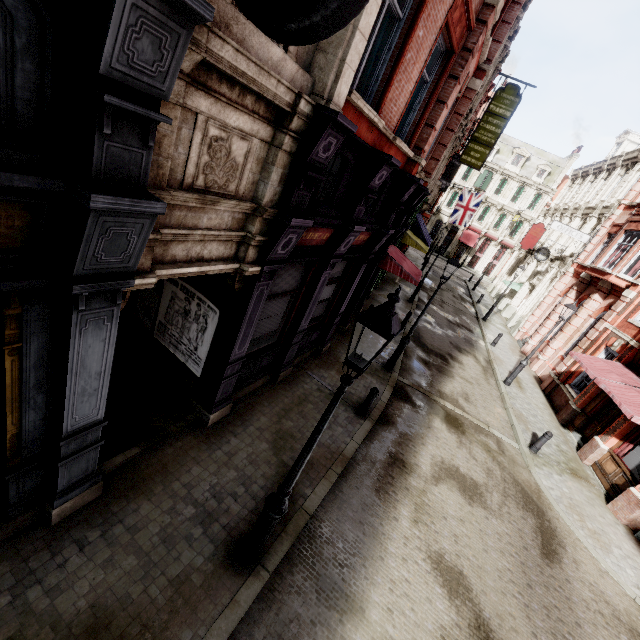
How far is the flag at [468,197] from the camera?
28.1 meters

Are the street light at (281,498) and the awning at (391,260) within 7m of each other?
no

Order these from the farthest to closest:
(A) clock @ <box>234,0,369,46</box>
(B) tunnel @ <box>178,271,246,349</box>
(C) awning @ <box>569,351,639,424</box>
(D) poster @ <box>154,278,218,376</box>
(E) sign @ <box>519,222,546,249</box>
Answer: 1. (E) sign @ <box>519,222,546,249</box>
2. (C) awning @ <box>569,351,639,424</box>
3. (D) poster @ <box>154,278,218,376</box>
4. (B) tunnel @ <box>178,271,246,349</box>
5. (A) clock @ <box>234,0,369,46</box>

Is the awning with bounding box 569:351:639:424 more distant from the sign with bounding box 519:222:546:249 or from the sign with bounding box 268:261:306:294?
the sign with bounding box 519:222:546:249

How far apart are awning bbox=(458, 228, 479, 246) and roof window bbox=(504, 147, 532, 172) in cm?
905

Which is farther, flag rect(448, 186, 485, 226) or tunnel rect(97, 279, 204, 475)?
flag rect(448, 186, 485, 226)

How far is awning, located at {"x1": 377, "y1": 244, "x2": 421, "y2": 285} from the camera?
12.10m

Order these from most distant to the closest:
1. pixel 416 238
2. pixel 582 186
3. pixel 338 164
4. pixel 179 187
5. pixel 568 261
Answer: pixel 582 186
pixel 568 261
pixel 416 238
pixel 338 164
pixel 179 187
